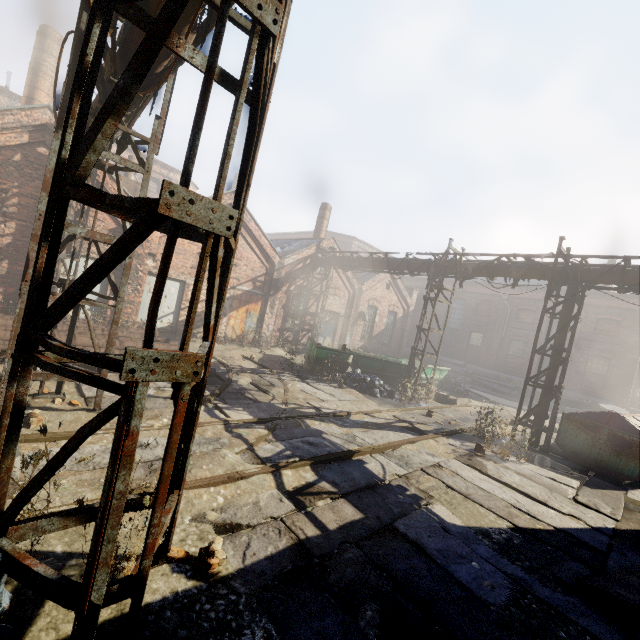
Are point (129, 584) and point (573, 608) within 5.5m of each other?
yes

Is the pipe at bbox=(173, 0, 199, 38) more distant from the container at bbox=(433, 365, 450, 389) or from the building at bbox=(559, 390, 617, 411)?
the building at bbox=(559, 390, 617, 411)

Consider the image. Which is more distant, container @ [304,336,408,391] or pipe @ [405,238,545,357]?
container @ [304,336,408,391]

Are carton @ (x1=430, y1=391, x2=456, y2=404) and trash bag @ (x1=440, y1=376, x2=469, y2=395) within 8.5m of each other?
yes

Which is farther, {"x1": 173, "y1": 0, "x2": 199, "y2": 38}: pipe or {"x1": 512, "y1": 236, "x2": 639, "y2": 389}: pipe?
{"x1": 512, "y1": 236, "x2": 639, "y2": 389}: pipe

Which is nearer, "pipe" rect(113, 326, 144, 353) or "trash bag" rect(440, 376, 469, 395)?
"pipe" rect(113, 326, 144, 353)

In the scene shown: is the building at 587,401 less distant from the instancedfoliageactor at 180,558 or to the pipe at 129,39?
the pipe at 129,39

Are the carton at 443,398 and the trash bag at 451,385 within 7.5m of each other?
yes
